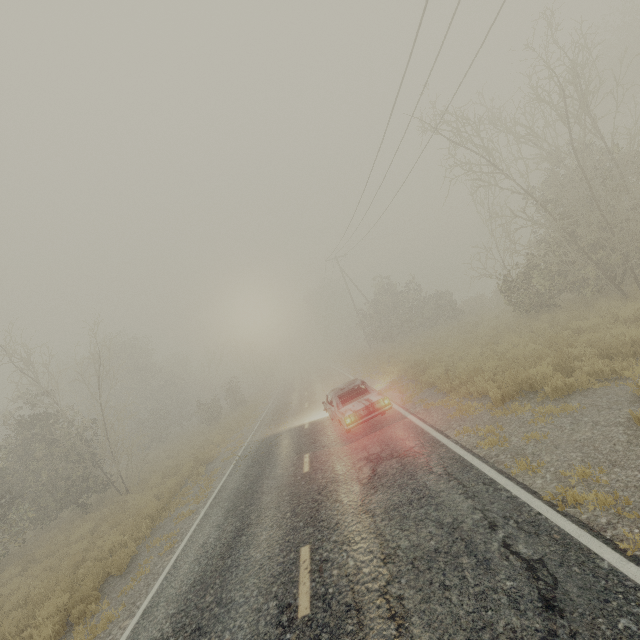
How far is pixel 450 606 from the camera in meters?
3.6 m

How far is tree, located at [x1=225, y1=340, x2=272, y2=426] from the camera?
26.5 meters

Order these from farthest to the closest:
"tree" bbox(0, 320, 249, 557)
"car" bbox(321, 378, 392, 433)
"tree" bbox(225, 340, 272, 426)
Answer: "tree" bbox(225, 340, 272, 426) → "tree" bbox(0, 320, 249, 557) → "car" bbox(321, 378, 392, 433)

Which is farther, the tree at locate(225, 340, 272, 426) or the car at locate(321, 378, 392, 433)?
the tree at locate(225, 340, 272, 426)

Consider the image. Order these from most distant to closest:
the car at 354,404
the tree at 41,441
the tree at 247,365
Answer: the tree at 247,365 → the tree at 41,441 → the car at 354,404

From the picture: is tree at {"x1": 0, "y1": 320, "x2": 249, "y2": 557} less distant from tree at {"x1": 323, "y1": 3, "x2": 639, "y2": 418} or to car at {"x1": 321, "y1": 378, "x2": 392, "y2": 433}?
car at {"x1": 321, "y1": 378, "x2": 392, "y2": 433}

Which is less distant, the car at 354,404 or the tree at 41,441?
the car at 354,404

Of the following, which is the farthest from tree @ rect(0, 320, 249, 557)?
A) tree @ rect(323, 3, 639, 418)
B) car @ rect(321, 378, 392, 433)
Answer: tree @ rect(323, 3, 639, 418)
